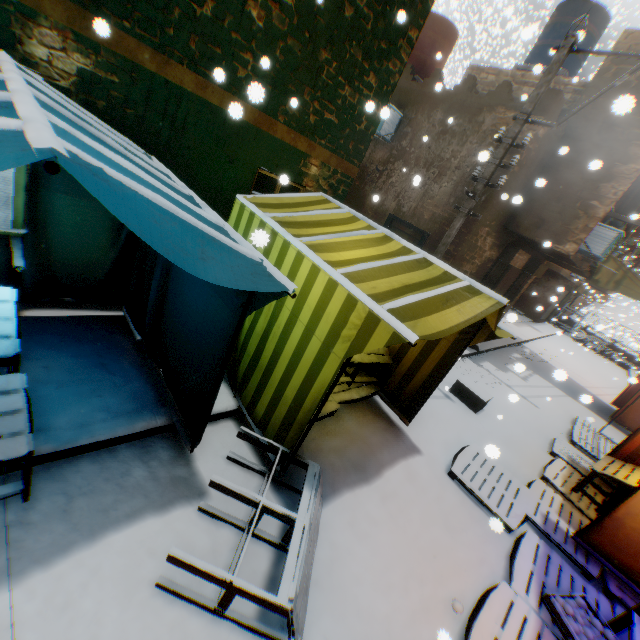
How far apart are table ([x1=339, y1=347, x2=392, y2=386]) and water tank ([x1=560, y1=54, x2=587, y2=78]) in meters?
11.0

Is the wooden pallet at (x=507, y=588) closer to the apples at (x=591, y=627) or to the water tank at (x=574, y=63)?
the apples at (x=591, y=627)

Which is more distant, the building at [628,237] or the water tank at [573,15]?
the building at [628,237]

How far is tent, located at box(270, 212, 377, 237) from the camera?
3.75m

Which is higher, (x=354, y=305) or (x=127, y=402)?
(x=354, y=305)

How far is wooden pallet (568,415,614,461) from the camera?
7.69m

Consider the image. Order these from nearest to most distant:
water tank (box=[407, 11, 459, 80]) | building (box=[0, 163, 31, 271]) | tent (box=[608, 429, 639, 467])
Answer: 1. building (box=[0, 163, 31, 271])
2. tent (box=[608, 429, 639, 467])
3. water tank (box=[407, 11, 459, 80])

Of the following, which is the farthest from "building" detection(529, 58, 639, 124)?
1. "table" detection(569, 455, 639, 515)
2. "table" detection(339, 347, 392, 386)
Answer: "table" detection(339, 347, 392, 386)
